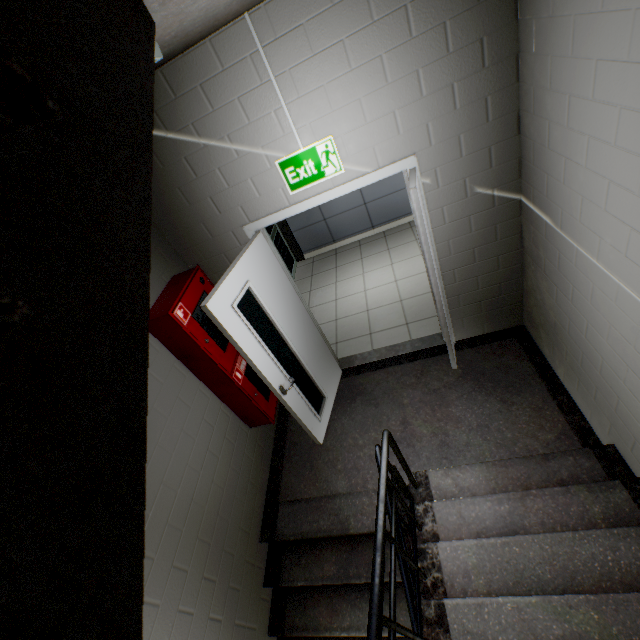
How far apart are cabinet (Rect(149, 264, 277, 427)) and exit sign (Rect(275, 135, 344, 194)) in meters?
1.0

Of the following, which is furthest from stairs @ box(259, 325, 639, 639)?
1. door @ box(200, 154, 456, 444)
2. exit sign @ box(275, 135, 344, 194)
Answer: exit sign @ box(275, 135, 344, 194)

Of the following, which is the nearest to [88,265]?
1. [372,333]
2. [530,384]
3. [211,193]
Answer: [211,193]

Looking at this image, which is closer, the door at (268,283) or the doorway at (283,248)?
the door at (268,283)

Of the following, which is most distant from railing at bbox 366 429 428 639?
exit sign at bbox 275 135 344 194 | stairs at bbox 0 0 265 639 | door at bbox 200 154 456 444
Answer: exit sign at bbox 275 135 344 194

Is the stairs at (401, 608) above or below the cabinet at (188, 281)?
below

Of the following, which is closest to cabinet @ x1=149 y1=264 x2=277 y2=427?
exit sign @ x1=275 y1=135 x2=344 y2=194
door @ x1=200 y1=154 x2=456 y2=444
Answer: door @ x1=200 y1=154 x2=456 y2=444

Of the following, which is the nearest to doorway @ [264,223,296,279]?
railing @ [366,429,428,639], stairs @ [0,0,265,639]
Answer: stairs @ [0,0,265,639]
